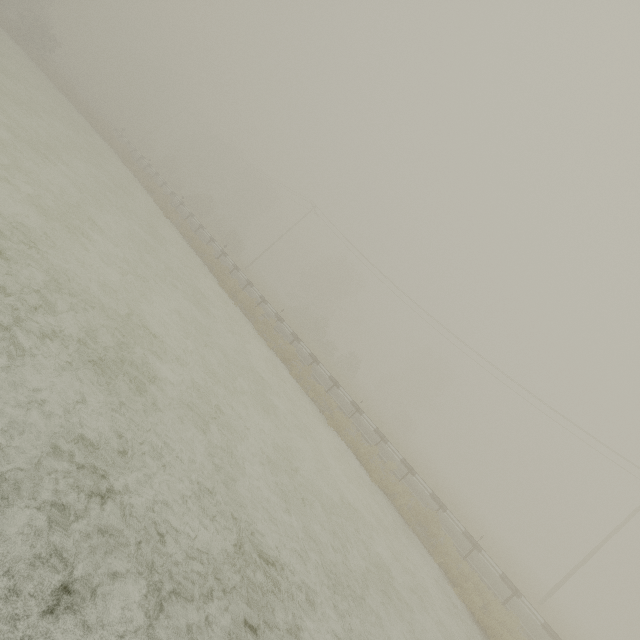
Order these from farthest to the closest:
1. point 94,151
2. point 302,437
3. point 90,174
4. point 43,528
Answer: point 94,151 → point 90,174 → point 302,437 → point 43,528
